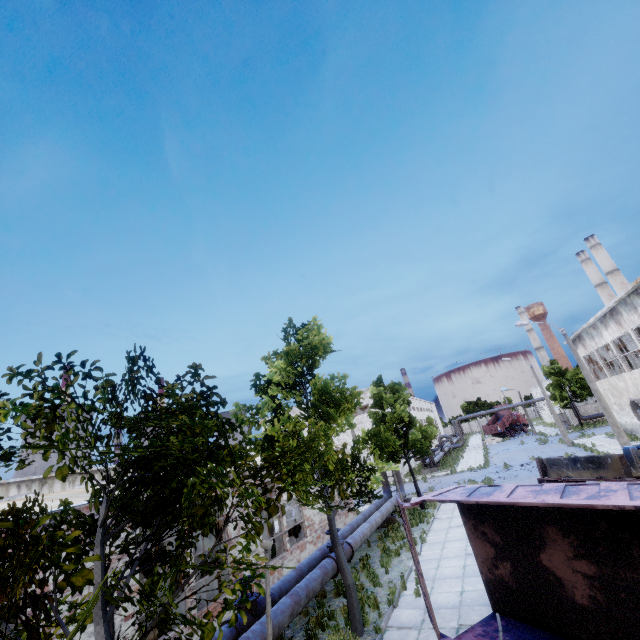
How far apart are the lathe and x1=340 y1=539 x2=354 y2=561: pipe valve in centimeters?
379cm

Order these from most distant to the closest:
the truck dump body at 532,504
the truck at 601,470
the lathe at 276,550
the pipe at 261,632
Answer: the lathe at 276,550
the truck at 601,470
the pipe at 261,632
the truck dump body at 532,504

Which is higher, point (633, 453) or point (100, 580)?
point (100, 580)

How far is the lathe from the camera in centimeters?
1538cm

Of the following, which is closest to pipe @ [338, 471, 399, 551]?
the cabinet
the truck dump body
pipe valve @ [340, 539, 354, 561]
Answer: pipe valve @ [340, 539, 354, 561]

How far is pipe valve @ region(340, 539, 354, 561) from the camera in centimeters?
1266cm

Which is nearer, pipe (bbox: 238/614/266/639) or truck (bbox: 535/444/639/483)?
pipe (bbox: 238/614/266/639)

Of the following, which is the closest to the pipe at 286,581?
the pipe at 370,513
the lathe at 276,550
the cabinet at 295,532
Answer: the pipe at 370,513
